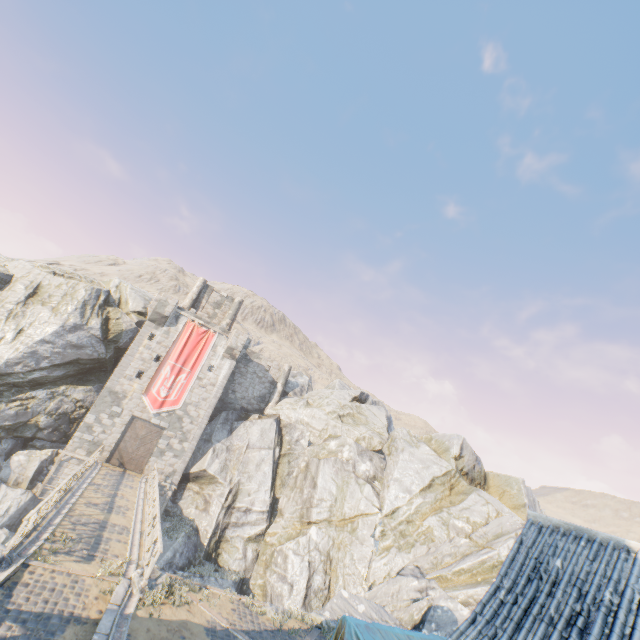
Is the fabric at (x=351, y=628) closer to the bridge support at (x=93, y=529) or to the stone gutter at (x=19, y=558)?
the stone gutter at (x=19, y=558)

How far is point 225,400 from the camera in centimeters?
3391cm

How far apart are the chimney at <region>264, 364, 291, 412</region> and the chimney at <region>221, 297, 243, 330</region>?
7.3 meters

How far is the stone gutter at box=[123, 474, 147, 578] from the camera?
11.9m

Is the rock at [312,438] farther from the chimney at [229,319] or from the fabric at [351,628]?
the chimney at [229,319]

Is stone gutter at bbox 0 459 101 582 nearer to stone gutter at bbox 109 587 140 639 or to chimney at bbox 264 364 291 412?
stone gutter at bbox 109 587 140 639

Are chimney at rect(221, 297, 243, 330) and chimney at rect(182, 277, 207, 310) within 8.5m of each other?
yes

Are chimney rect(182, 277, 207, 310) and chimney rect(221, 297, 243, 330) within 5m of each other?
yes
